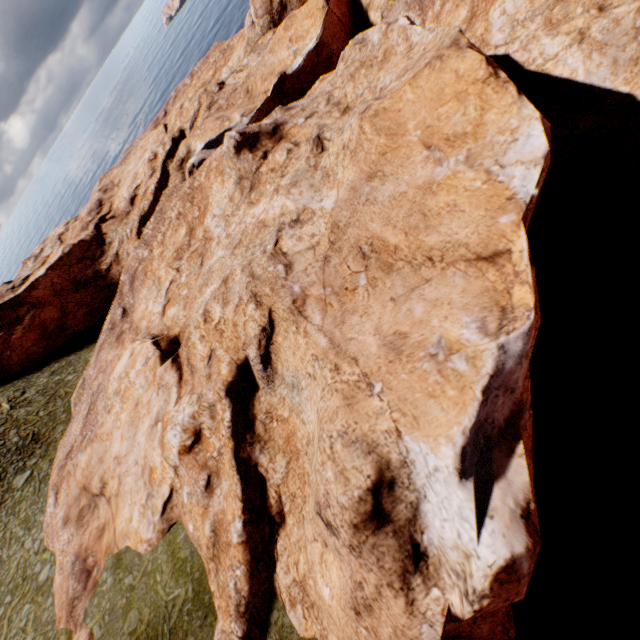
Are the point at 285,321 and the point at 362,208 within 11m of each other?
yes
